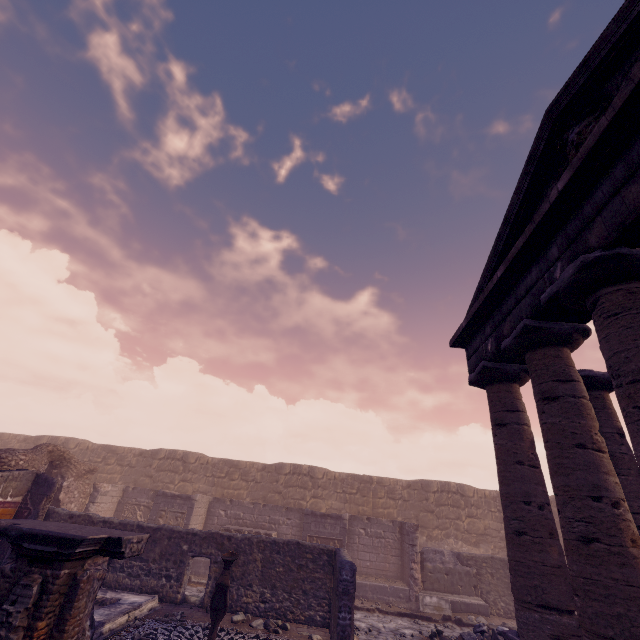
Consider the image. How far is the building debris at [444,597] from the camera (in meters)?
12.33

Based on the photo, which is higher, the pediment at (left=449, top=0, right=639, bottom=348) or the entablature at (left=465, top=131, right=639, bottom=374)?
the pediment at (left=449, top=0, right=639, bottom=348)

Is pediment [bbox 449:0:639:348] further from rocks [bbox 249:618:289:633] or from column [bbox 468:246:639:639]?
rocks [bbox 249:618:289:633]

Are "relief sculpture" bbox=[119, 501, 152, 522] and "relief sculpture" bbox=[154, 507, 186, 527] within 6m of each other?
yes

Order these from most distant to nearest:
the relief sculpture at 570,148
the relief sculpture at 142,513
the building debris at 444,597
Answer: the relief sculpture at 142,513, the building debris at 444,597, the relief sculpture at 570,148

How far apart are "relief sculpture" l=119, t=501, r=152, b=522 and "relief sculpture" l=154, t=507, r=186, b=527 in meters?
1.8 m

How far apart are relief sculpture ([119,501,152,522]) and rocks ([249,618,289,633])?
9.4m

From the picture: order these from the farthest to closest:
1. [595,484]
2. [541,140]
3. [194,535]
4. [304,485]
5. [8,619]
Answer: [304,485] → [194,535] → [541,140] → [595,484] → [8,619]
